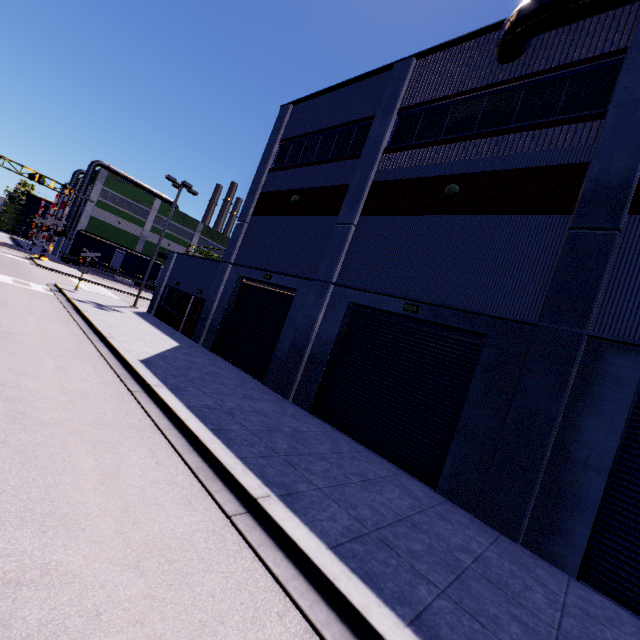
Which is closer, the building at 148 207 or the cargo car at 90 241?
the cargo car at 90 241

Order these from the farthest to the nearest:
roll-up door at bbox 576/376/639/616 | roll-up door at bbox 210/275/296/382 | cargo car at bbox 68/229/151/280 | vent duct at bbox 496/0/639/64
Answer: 1. cargo car at bbox 68/229/151/280
2. roll-up door at bbox 210/275/296/382
3. vent duct at bbox 496/0/639/64
4. roll-up door at bbox 576/376/639/616

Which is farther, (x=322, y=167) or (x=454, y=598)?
(x=322, y=167)

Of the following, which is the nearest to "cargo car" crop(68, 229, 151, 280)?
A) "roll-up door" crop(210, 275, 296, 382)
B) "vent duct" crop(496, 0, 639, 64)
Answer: "roll-up door" crop(210, 275, 296, 382)

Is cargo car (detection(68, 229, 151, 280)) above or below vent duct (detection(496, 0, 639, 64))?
below

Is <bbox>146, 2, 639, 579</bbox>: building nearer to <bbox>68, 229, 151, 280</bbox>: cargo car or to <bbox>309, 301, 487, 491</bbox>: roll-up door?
<bbox>309, 301, 487, 491</bbox>: roll-up door

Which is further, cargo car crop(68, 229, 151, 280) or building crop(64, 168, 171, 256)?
building crop(64, 168, 171, 256)

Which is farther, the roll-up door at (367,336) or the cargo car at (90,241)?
the cargo car at (90,241)
